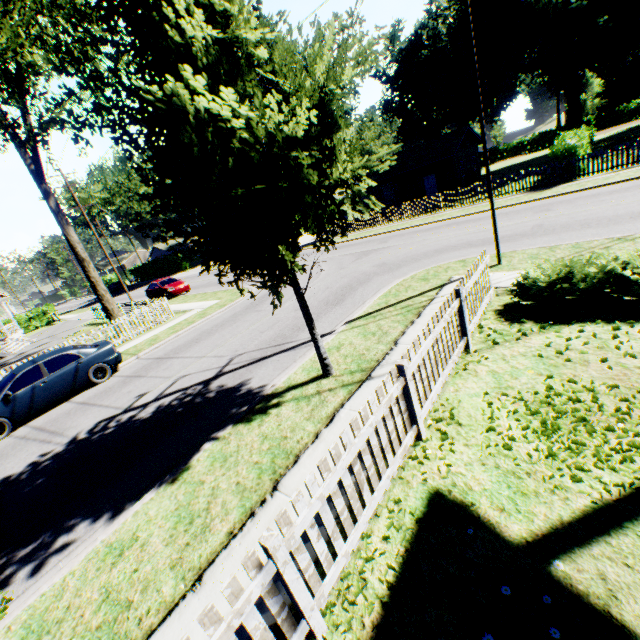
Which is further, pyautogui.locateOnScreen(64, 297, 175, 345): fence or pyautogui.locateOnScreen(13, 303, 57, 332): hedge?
pyautogui.locateOnScreen(13, 303, 57, 332): hedge

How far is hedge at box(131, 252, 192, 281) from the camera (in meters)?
48.78

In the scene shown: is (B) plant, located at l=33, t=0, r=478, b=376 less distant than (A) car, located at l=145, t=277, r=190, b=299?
Yes

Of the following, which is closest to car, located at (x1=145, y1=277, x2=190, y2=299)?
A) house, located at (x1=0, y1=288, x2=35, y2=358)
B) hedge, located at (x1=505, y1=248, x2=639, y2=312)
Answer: house, located at (x1=0, y1=288, x2=35, y2=358)

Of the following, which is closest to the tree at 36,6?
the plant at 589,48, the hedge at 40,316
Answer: the hedge at 40,316

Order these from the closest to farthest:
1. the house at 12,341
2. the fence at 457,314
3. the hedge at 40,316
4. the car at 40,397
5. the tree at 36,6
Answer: the fence at 457,314, the car at 40,397, the tree at 36,6, the house at 12,341, the hedge at 40,316

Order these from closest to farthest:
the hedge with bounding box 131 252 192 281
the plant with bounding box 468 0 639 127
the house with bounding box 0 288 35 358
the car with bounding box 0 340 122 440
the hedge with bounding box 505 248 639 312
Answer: the hedge with bounding box 505 248 639 312 → the car with bounding box 0 340 122 440 → the plant with bounding box 468 0 639 127 → the house with bounding box 0 288 35 358 → the hedge with bounding box 131 252 192 281

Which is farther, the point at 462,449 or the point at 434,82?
the point at 434,82
